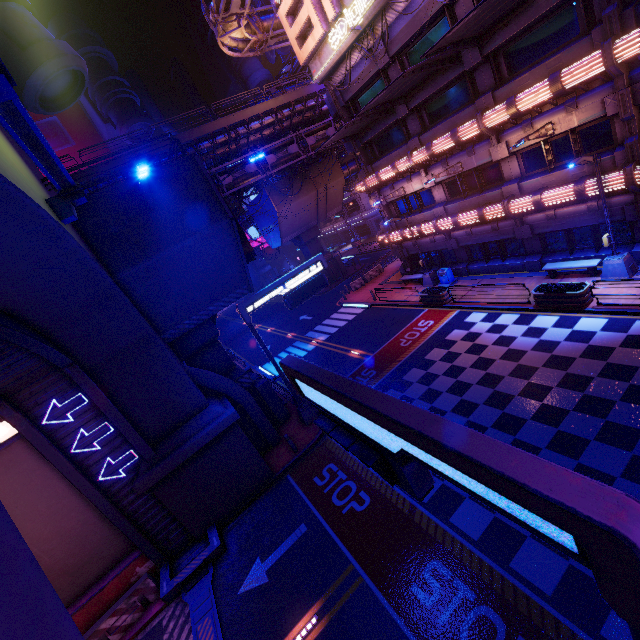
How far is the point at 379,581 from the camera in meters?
9.0

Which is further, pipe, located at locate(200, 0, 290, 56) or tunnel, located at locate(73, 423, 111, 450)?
pipe, located at locate(200, 0, 290, 56)

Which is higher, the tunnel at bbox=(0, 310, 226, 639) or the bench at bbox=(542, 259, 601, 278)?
the bench at bbox=(542, 259, 601, 278)

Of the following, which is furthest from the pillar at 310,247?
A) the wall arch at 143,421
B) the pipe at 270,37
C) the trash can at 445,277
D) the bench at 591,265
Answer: the bench at 591,265

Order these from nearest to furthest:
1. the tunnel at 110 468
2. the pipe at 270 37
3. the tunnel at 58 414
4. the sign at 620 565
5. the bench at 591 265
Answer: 1. the sign at 620 565
2. the tunnel at 58 414
3. the tunnel at 110 468
4. the bench at 591 265
5. the pipe at 270 37

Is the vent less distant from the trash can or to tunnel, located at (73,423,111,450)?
tunnel, located at (73,423,111,450)

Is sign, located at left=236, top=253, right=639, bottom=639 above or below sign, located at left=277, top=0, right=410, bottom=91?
below

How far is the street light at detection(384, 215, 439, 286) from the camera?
23.34m
